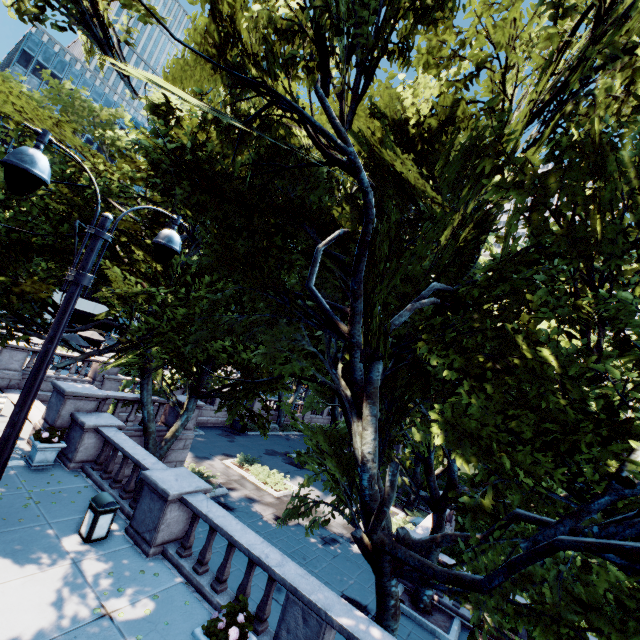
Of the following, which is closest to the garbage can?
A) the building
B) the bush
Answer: the bush

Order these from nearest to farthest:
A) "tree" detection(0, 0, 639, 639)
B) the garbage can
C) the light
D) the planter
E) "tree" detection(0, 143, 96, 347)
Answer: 1. the light
2. "tree" detection(0, 0, 639, 639)
3. the garbage can
4. "tree" detection(0, 143, 96, 347)
5. the planter

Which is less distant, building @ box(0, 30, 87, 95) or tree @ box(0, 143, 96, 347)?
tree @ box(0, 143, 96, 347)

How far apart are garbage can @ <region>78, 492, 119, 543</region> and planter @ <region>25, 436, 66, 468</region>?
3.8 meters

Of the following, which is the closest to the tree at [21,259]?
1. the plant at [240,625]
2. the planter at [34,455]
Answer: the plant at [240,625]

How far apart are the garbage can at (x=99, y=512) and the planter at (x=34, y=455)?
3.78m

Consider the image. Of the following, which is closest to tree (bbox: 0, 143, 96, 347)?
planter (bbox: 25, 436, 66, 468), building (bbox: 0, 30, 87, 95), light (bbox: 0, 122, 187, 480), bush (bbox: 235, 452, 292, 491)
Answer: light (bbox: 0, 122, 187, 480)

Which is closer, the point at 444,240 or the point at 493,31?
the point at 444,240
